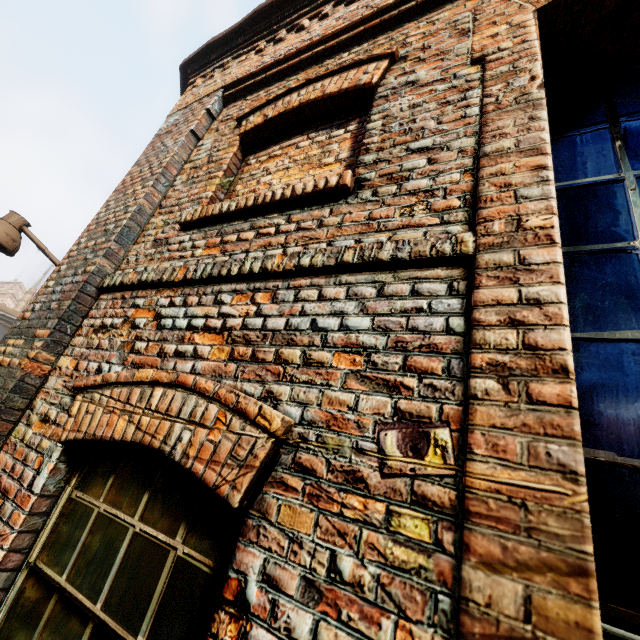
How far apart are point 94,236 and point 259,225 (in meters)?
1.88
